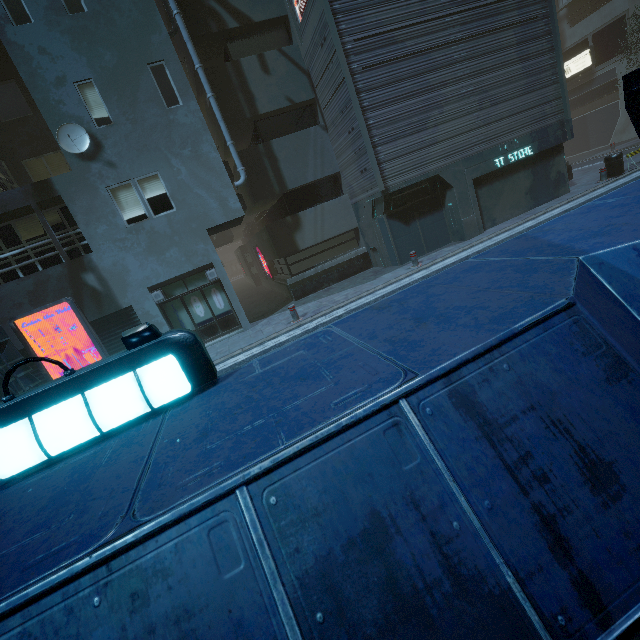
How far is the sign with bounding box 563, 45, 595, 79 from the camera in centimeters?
2609cm

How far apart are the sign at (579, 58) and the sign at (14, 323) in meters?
39.5 m

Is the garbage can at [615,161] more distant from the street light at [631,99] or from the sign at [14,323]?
the sign at [14,323]

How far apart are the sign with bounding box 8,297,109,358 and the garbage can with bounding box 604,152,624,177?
20.9 meters

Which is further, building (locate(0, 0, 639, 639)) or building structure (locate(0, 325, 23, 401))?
building structure (locate(0, 325, 23, 401))

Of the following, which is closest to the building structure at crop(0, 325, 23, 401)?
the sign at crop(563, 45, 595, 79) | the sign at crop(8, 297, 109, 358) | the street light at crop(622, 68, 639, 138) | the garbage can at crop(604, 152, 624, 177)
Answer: the sign at crop(8, 297, 109, 358)

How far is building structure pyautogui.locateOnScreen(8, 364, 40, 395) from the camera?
8.8m

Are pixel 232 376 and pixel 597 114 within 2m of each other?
no
